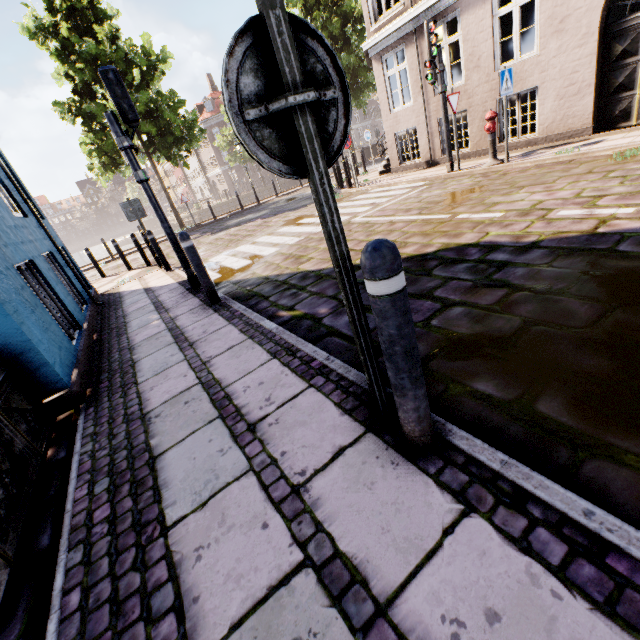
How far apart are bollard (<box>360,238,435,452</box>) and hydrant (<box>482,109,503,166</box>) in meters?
8.6 m

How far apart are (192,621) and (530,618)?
1.3 meters

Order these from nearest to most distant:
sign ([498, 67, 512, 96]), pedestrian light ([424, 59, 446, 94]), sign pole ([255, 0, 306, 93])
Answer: sign pole ([255, 0, 306, 93])
sign ([498, 67, 512, 96])
pedestrian light ([424, 59, 446, 94])

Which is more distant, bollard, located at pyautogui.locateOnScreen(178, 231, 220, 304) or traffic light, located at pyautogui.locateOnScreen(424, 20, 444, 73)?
traffic light, located at pyautogui.locateOnScreen(424, 20, 444, 73)

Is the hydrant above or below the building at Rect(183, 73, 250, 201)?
below

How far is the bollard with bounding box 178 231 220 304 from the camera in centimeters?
449cm

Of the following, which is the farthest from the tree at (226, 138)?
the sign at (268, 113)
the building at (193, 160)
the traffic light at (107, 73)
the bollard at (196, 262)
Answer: the sign at (268, 113)

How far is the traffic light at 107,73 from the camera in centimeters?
477cm
